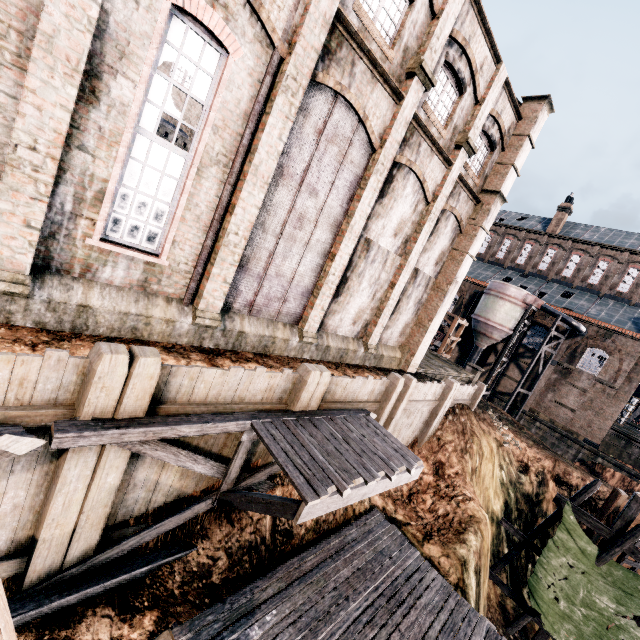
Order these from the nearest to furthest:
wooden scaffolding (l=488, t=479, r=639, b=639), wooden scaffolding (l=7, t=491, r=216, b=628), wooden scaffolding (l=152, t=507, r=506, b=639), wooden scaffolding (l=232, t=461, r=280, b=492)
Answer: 1. wooden scaffolding (l=7, t=491, r=216, b=628)
2. wooden scaffolding (l=152, t=507, r=506, b=639)
3. wooden scaffolding (l=232, t=461, r=280, b=492)
4. wooden scaffolding (l=488, t=479, r=639, b=639)

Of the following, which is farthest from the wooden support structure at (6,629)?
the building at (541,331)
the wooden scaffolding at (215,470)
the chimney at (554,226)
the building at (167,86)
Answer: the chimney at (554,226)

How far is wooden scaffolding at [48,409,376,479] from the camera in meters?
5.4

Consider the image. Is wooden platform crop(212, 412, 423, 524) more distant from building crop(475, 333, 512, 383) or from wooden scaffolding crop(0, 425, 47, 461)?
building crop(475, 333, 512, 383)

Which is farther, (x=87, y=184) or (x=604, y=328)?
(x=604, y=328)

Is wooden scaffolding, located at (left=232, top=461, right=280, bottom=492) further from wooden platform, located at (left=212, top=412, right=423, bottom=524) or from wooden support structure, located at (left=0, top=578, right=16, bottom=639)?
wooden support structure, located at (left=0, top=578, right=16, bottom=639)

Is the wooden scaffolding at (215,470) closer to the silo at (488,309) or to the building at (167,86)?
the building at (167,86)

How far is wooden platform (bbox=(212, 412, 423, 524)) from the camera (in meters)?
6.60
